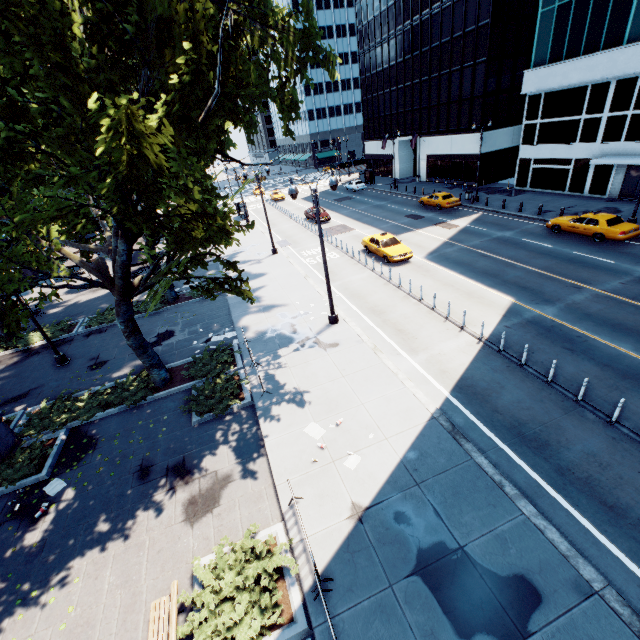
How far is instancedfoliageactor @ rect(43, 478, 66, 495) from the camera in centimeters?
1083cm

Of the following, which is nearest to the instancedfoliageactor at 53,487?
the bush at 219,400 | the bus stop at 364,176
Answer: the bush at 219,400

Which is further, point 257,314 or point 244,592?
point 257,314

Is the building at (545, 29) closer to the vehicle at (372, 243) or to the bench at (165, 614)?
the vehicle at (372, 243)

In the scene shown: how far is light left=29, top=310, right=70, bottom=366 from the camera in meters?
16.9 m

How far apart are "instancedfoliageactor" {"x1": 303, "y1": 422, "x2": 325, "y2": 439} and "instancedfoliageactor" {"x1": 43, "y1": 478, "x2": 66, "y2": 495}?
8.3m

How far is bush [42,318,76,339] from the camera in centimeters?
2108cm

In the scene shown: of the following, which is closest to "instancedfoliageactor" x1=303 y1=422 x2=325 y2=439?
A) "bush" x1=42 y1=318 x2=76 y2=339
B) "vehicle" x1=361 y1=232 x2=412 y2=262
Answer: "vehicle" x1=361 y1=232 x2=412 y2=262
